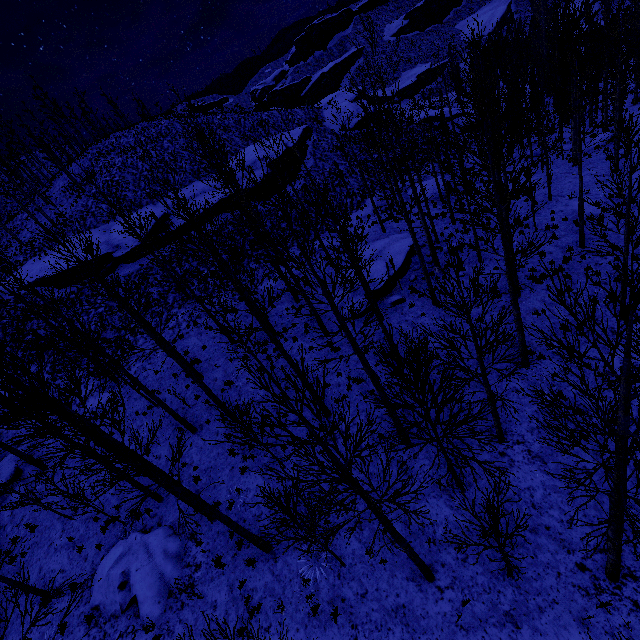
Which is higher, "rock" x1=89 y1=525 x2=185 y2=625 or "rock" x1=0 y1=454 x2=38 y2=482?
"rock" x1=0 y1=454 x2=38 y2=482

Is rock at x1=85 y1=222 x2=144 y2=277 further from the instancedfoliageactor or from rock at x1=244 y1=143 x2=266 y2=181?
the instancedfoliageactor

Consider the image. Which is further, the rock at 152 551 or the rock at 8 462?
the rock at 8 462

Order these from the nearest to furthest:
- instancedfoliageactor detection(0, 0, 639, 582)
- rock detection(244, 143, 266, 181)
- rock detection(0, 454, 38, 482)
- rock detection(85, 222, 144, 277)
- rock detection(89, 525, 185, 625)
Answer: instancedfoliageactor detection(0, 0, 639, 582), rock detection(89, 525, 185, 625), rock detection(0, 454, 38, 482), rock detection(85, 222, 144, 277), rock detection(244, 143, 266, 181)

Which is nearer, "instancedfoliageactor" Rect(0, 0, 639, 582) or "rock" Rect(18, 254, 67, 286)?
"instancedfoliageactor" Rect(0, 0, 639, 582)

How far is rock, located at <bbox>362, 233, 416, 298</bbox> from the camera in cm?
1728

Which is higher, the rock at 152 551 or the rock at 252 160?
the rock at 252 160

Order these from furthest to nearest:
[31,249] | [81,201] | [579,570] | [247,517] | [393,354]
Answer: [81,201] < [31,249] < [393,354] < [247,517] < [579,570]
